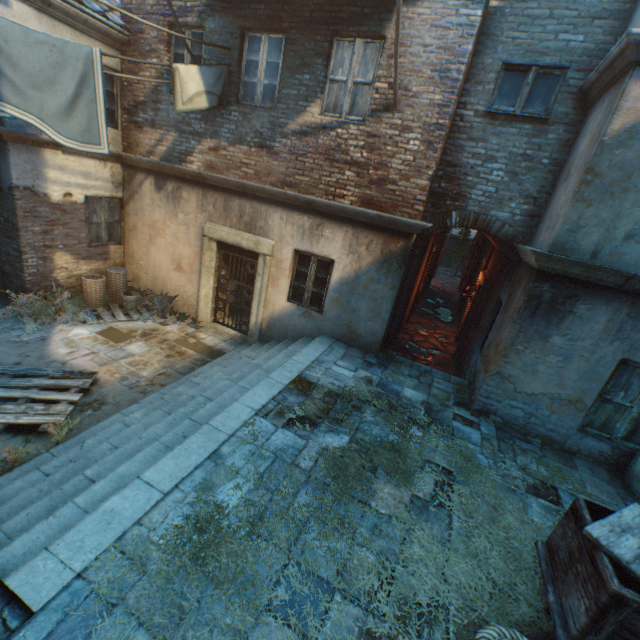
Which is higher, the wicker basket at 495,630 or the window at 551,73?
the window at 551,73

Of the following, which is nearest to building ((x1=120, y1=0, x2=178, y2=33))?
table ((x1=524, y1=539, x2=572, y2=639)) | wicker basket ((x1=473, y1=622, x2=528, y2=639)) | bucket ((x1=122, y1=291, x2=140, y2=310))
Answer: bucket ((x1=122, y1=291, x2=140, y2=310))

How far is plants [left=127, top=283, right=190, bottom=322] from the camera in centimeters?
873cm

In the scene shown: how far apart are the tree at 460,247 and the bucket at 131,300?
27.1m

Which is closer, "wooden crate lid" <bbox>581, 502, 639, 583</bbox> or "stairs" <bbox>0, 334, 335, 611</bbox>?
"wooden crate lid" <bbox>581, 502, 639, 583</bbox>

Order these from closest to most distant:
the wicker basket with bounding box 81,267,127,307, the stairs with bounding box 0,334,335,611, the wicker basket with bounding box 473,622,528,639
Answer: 1. the wicker basket with bounding box 473,622,528,639
2. the stairs with bounding box 0,334,335,611
3. the wicker basket with bounding box 81,267,127,307

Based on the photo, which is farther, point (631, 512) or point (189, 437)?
point (189, 437)

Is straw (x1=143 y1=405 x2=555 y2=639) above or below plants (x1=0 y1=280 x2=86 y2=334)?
above
